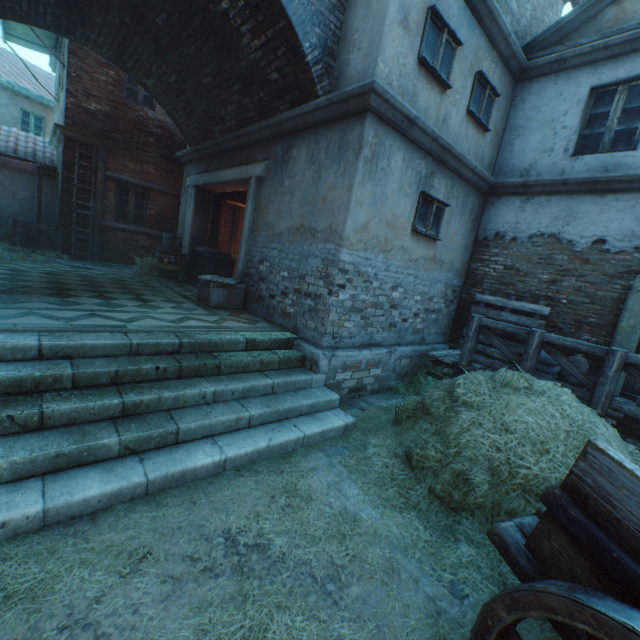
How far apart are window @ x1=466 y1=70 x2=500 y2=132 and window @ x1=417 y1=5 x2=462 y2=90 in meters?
0.8 m

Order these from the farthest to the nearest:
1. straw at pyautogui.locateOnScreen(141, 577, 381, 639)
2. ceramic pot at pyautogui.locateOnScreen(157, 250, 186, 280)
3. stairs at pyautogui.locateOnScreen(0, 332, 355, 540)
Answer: ceramic pot at pyautogui.locateOnScreen(157, 250, 186, 280) < stairs at pyautogui.locateOnScreen(0, 332, 355, 540) < straw at pyautogui.locateOnScreen(141, 577, 381, 639)

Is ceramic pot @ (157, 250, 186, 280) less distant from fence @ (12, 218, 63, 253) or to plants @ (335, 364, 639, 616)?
fence @ (12, 218, 63, 253)

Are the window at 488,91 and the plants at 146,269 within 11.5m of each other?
yes

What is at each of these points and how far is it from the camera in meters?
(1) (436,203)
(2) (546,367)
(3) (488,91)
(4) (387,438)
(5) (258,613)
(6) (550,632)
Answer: (1) window, 6.5 m
(2) burlap sack, 6.3 m
(3) window, 6.7 m
(4) plants, 4.4 m
(5) straw, 2.2 m
(6) plants, 2.4 m

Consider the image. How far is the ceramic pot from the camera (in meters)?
9.40

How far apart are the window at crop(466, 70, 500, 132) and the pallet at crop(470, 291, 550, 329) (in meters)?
3.51

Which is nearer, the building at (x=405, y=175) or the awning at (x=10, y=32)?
the building at (x=405, y=175)
